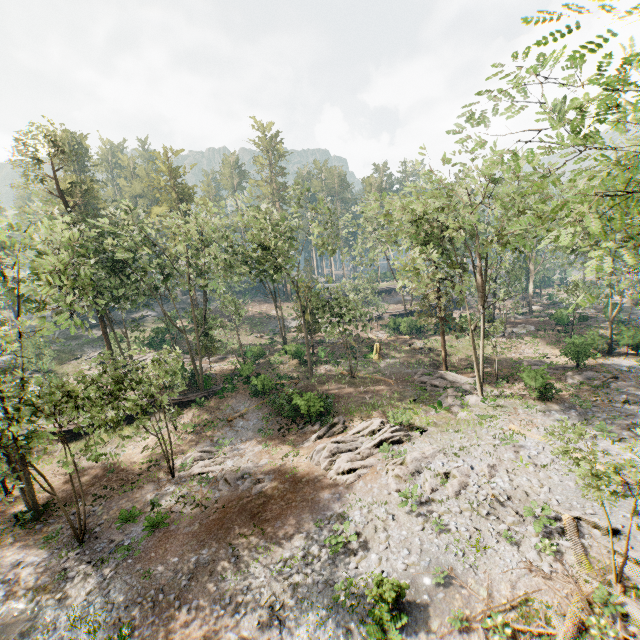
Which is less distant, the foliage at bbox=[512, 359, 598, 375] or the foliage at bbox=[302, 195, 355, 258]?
the foliage at bbox=[512, 359, 598, 375]

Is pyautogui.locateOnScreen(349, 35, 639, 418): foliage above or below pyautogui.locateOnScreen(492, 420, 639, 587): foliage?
above

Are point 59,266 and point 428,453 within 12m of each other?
no

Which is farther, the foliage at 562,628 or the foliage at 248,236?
the foliage at 248,236

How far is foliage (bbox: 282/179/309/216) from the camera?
34.3m

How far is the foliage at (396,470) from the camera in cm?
1739

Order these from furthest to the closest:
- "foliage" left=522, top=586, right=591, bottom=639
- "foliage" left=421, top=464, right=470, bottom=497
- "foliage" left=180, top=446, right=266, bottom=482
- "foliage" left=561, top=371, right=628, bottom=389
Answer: "foliage" left=561, top=371, right=628, bottom=389, "foliage" left=180, top=446, right=266, bottom=482, "foliage" left=421, top=464, right=470, bottom=497, "foliage" left=522, top=586, right=591, bottom=639
